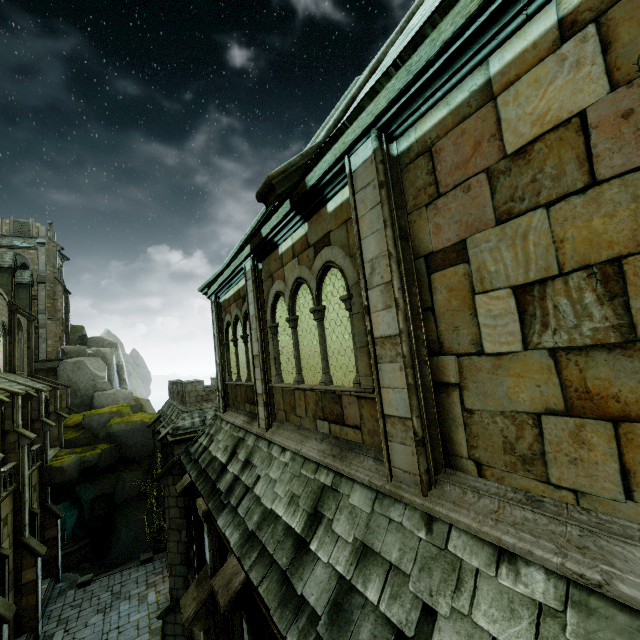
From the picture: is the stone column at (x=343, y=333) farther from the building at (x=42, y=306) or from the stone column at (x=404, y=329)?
the building at (x=42, y=306)

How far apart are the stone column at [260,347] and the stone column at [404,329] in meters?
3.4 m

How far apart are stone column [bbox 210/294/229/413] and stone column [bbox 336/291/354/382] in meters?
3.4

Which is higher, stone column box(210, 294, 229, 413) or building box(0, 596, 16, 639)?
stone column box(210, 294, 229, 413)

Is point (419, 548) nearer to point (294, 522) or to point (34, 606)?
point (294, 522)

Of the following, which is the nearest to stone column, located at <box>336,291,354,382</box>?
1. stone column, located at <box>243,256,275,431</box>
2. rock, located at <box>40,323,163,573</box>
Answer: stone column, located at <box>243,256,275,431</box>

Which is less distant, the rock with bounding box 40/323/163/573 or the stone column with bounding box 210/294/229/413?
the stone column with bounding box 210/294/229/413

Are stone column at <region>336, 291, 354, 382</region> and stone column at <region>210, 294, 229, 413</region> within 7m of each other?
yes
